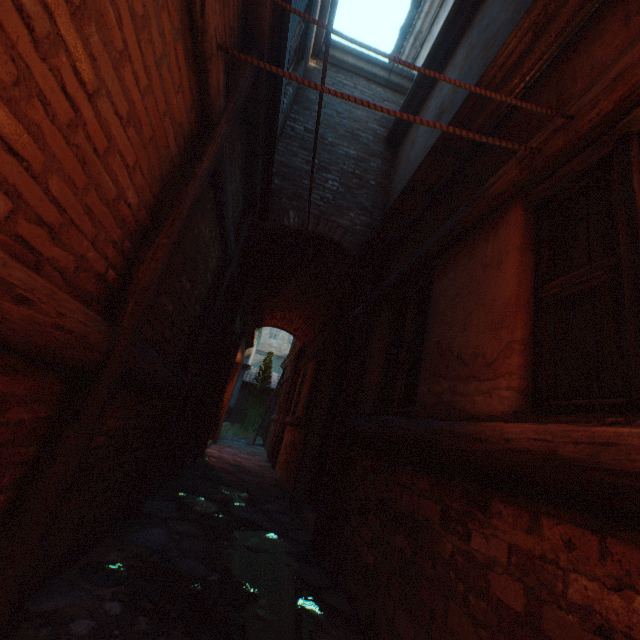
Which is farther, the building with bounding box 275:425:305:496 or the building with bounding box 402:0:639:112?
the building with bounding box 275:425:305:496

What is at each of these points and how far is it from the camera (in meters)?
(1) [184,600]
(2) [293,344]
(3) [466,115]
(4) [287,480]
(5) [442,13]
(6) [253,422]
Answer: (1) ground stones, 2.03
(2) building, 15.65
(3) building, 2.68
(4) building, 6.57
(5) building, 5.54
(6) tree, 18.33

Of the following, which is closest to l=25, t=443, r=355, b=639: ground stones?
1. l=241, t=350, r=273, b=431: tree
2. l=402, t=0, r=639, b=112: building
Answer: l=402, t=0, r=639, b=112: building

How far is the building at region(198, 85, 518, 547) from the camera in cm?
326

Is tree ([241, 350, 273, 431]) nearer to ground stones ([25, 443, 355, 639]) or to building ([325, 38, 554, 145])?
building ([325, 38, 554, 145])

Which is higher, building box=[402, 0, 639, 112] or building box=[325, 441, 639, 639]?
building box=[402, 0, 639, 112]

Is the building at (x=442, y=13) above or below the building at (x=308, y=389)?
above

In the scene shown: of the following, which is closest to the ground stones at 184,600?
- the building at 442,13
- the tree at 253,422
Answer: the building at 442,13
